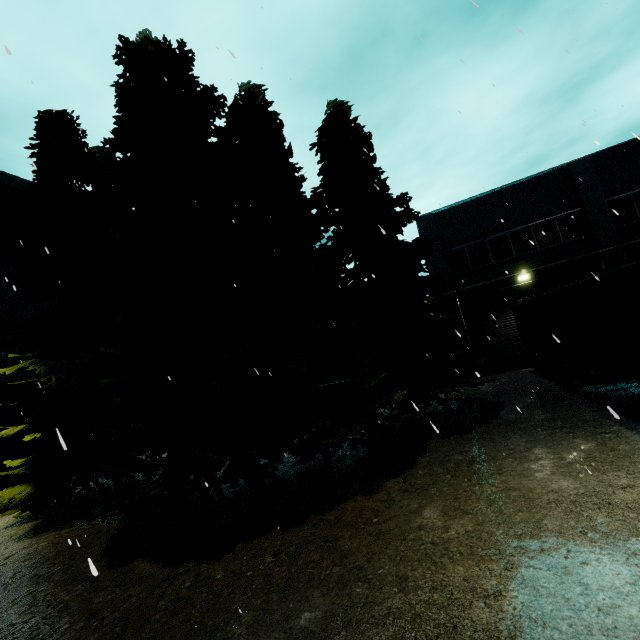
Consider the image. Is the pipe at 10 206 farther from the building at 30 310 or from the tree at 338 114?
the tree at 338 114

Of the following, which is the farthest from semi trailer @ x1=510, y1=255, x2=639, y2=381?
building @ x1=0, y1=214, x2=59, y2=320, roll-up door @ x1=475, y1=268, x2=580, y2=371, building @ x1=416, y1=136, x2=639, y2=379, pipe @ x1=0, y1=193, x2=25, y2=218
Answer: pipe @ x1=0, y1=193, x2=25, y2=218

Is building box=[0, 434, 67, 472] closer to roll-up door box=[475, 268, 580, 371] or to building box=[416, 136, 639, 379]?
building box=[416, 136, 639, 379]

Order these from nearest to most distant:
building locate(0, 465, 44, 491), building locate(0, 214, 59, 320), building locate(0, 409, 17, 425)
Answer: building locate(0, 465, 44, 491)
building locate(0, 409, 17, 425)
building locate(0, 214, 59, 320)

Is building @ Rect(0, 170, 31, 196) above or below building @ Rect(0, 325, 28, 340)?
above

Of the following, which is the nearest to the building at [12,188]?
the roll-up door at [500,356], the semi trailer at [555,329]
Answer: the roll-up door at [500,356]

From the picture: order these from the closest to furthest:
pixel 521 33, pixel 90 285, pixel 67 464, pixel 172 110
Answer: pixel 521 33 < pixel 172 110 < pixel 67 464 < pixel 90 285

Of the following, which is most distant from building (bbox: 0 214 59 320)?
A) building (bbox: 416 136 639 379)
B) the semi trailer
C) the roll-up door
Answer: the semi trailer
